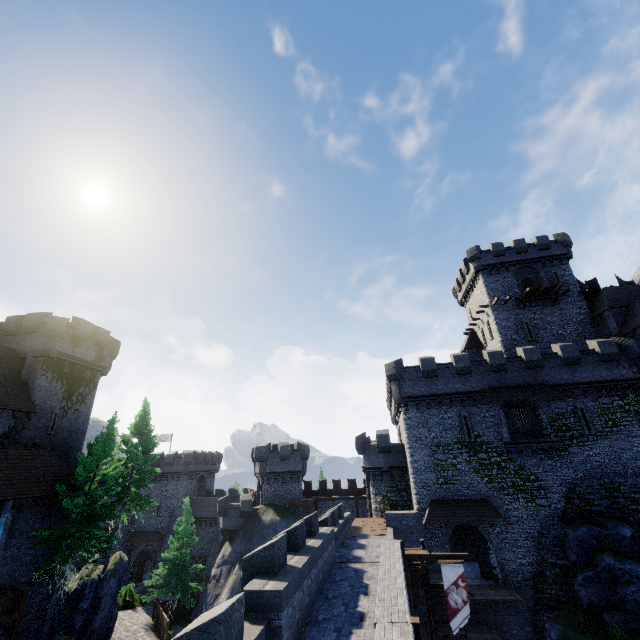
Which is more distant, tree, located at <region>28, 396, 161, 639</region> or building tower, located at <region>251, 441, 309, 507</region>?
building tower, located at <region>251, 441, 309, 507</region>

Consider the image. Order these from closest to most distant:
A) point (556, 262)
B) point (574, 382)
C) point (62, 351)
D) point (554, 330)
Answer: point (574, 382)
point (62, 351)
point (554, 330)
point (556, 262)

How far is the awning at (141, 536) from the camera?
46.4m

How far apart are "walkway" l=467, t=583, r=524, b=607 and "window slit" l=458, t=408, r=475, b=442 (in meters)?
9.66

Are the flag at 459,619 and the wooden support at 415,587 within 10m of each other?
yes

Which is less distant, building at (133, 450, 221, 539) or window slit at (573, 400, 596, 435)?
window slit at (573, 400, 596, 435)

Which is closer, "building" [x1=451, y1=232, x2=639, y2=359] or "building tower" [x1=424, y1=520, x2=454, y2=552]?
"building tower" [x1=424, y1=520, x2=454, y2=552]

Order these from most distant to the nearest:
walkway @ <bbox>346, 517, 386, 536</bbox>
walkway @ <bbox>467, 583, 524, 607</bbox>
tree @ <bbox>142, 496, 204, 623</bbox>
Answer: tree @ <bbox>142, 496, 204, 623</bbox>
walkway @ <bbox>346, 517, 386, 536</bbox>
walkway @ <bbox>467, 583, 524, 607</bbox>
